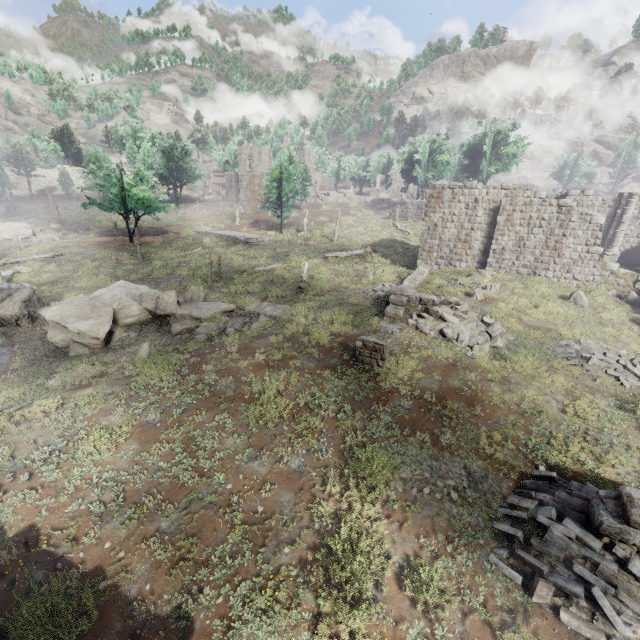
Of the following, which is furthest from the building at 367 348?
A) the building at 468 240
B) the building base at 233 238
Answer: the building base at 233 238

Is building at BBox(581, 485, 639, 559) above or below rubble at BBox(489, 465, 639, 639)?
above

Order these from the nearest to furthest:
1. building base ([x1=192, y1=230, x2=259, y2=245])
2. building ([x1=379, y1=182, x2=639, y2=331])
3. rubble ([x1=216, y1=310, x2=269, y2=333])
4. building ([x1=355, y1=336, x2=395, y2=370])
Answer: building ([x1=355, y1=336, x2=395, y2=370])
rubble ([x1=216, y1=310, x2=269, y2=333])
building ([x1=379, y1=182, x2=639, y2=331])
building base ([x1=192, y1=230, x2=259, y2=245])

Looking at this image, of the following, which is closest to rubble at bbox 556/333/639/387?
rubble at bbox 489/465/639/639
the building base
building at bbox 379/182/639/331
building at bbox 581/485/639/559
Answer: building at bbox 379/182/639/331

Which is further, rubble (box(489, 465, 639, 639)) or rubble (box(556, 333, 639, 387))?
rubble (box(556, 333, 639, 387))

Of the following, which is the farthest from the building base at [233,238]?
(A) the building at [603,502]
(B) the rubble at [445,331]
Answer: (A) the building at [603,502]

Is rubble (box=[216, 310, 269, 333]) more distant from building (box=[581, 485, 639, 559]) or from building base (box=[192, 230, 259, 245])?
building base (box=[192, 230, 259, 245])

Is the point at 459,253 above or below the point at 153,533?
above
